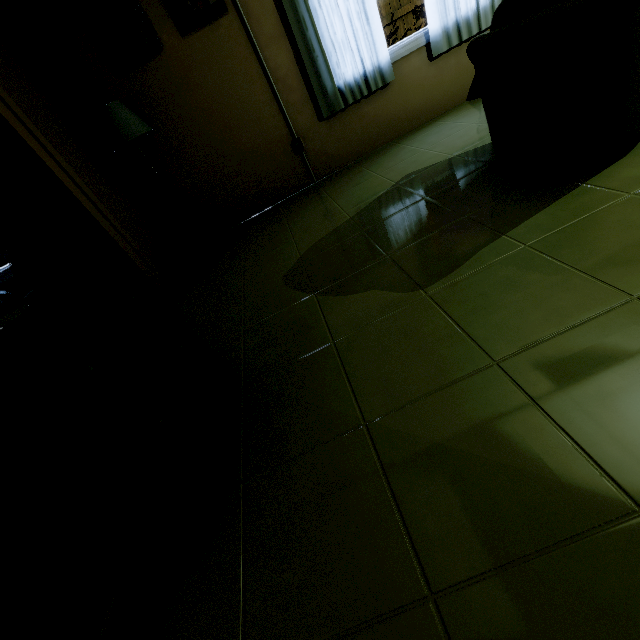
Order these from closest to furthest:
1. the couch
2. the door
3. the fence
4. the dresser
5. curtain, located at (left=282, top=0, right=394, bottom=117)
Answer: the dresser < the couch < the door < curtain, located at (left=282, top=0, right=394, bottom=117) < the fence

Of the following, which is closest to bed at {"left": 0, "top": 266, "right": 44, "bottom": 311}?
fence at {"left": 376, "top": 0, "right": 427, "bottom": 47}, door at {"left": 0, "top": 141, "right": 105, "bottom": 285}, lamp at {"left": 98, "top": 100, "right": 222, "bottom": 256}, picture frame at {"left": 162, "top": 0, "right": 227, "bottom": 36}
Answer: door at {"left": 0, "top": 141, "right": 105, "bottom": 285}

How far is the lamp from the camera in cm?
281

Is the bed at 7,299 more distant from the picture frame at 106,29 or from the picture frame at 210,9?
the picture frame at 210,9

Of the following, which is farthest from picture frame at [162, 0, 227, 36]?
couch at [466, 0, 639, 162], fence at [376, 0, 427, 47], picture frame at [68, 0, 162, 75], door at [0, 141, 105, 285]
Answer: fence at [376, 0, 427, 47]

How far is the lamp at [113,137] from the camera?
2.81m

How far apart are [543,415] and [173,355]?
1.40m

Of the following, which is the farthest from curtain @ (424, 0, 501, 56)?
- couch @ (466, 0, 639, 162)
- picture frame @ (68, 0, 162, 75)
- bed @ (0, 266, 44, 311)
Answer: bed @ (0, 266, 44, 311)
